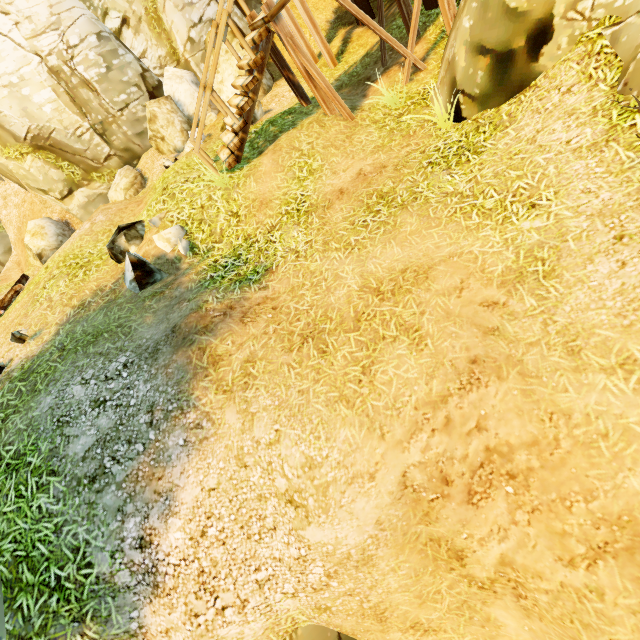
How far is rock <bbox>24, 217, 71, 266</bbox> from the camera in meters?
12.5 m

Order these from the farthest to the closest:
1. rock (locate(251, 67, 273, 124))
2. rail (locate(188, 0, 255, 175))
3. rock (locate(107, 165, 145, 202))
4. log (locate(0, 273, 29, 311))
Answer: rock (locate(107, 165, 145, 202)) < rock (locate(251, 67, 273, 124)) < log (locate(0, 273, 29, 311)) < rail (locate(188, 0, 255, 175))

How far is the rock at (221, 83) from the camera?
10.9m

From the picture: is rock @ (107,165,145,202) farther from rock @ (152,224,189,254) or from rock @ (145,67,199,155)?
rock @ (152,224,189,254)

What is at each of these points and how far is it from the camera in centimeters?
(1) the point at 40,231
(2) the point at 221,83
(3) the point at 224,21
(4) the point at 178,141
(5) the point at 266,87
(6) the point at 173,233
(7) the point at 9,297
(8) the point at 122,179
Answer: (1) rock, 1289cm
(2) rock, 1120cm
(3) rail, 580cm
(4) rock, 1095cm
(5) rock, 1148cm
(6) rock, 639cm
(7) log, 879cm
(8) rock, 1134cm

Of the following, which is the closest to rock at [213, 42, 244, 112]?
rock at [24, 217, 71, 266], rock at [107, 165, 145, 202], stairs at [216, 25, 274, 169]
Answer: rock at [107, 165, 145, 202]

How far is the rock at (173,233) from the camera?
6.29m

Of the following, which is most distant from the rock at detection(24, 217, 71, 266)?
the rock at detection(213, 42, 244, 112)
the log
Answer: the rock at detection(213, 42, 244, 112)
